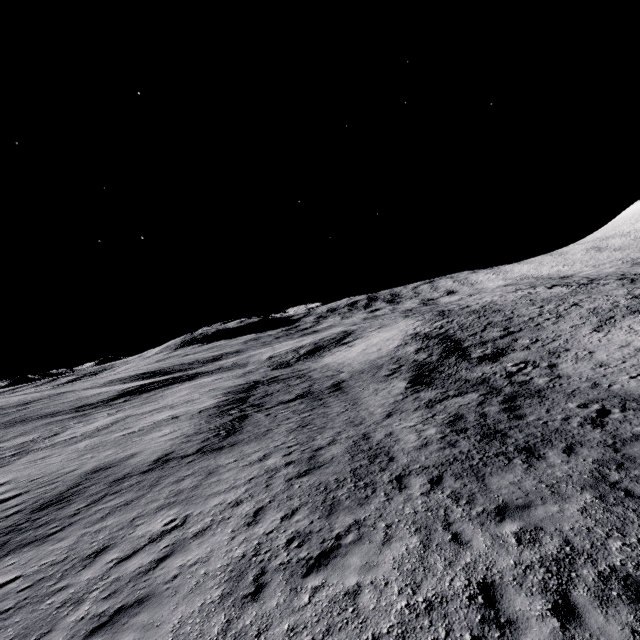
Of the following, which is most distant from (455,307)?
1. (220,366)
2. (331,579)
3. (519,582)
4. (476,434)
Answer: (331,579)
